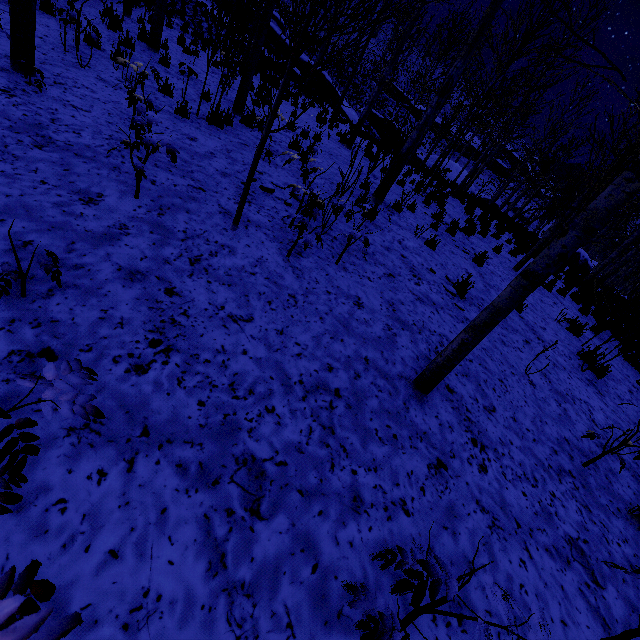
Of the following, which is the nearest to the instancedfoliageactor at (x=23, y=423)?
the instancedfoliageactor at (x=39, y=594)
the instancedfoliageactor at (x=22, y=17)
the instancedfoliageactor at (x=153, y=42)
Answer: the instancedfoliageactor at (x=39, y=594)

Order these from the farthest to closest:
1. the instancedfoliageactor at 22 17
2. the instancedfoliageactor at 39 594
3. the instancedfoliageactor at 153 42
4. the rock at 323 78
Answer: the rock at 323 78 → the instancedfoliageactor at 153 42 → the instancedfoliageactor at 22 17 → the instancedfoliageactor at 39 594

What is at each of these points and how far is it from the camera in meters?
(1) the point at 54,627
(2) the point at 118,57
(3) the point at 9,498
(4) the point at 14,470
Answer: (1) instancedfoliageactor, 0.8 m
(2) instancedfoliageactor, 4.4 m
(3) instancedfoliageactor, 1.1 m
(4) instancedfoliageactor, 1.1 m

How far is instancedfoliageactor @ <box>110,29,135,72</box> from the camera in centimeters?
450cm

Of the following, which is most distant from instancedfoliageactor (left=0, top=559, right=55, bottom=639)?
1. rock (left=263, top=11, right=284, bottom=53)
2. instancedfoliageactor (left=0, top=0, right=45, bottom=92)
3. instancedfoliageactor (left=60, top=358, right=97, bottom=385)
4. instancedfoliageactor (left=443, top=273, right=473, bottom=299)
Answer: rock (left=263, top=11, right=284, bottom=53)

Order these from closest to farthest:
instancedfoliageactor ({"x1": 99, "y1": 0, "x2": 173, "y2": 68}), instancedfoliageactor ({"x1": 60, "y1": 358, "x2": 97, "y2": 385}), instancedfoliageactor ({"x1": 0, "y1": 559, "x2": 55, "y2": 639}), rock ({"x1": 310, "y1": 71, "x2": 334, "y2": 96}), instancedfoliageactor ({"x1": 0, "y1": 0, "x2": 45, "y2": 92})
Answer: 1. instancedfoliageactor ({"x1": 0, "y1": 559, "x2": 55, "y2": 639})
2. instancedfoliageactor ({"x1": 60, "y1": 358, "x2": 97, "y2": 385})
3. instancedfoliageactor ({"x1": 0, "y1": 0, "x2": 45, "y2": 92})
4. instancedfoliageactor ({"x1": 99, "y1": 0, "x2": 173, "y2": 68})
5. rock ({"x1": 310, "y1": 71, "x2": 334, "y2": 96})

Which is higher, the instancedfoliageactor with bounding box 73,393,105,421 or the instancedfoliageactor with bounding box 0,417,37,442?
the instancedfoliageactor with bounding box 73,393,105,421

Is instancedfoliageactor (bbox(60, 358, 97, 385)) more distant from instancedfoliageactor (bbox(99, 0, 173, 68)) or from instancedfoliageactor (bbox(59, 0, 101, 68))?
instancedfoliageactor (bbox(99, 0, 173, 68))
